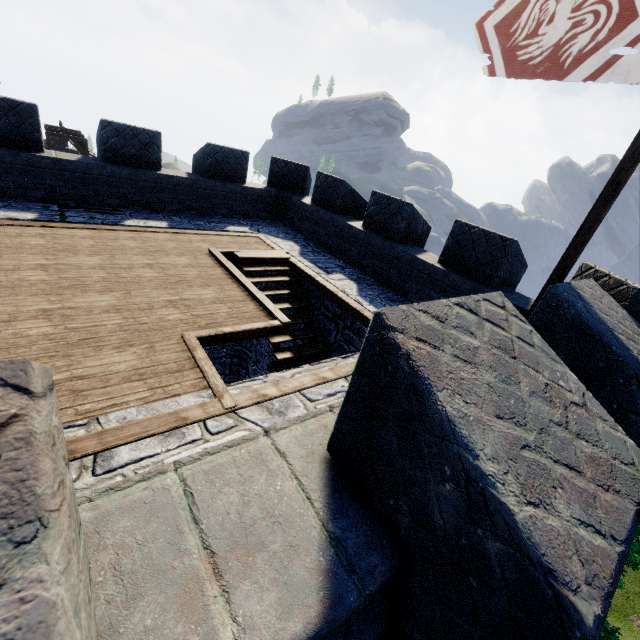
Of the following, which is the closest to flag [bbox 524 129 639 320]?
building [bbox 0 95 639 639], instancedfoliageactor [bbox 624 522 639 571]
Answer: building [bbox 0 95 639 639]

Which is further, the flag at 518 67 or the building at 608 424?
the flag at 518 67

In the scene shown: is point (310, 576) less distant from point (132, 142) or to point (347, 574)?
point (347, 574)

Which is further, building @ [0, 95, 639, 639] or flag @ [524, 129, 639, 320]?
flag @ [524, 129, 639, 320]

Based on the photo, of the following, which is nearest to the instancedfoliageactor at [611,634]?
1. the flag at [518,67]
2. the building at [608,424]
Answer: the building at [608,424]

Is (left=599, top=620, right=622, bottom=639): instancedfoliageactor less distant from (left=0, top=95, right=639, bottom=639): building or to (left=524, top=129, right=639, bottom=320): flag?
(left=0, top=95, right=639, bottom=639): building

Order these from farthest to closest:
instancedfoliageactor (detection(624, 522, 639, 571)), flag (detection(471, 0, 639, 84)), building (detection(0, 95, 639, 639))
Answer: instancedfoliageactor (detection(624, 522, 639, 571)) → flag (detection(471, 0, 639, 84)) → building (detection(0, 95, 639, 639))
